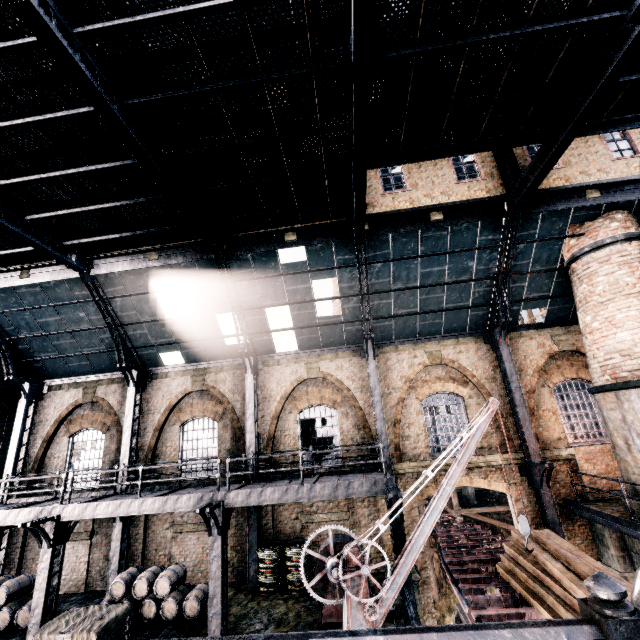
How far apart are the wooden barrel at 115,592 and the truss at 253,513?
2.15m

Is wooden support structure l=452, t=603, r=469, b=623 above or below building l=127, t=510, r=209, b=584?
below

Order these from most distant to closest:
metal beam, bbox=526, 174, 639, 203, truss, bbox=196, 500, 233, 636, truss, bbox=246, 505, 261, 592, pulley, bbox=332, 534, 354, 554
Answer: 1. truss, bbox=246, 505, 261, 592
2. metal beam, bbox=526, 174, 639, 203
3. pulley, bbox=332, 534, 354, 554
4. truss, bbox=196, 500, 233, 636

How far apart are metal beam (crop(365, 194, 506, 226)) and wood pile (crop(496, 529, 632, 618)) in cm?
1148

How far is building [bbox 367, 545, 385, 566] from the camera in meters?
13.5 m

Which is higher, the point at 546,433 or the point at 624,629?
the point at 624,629

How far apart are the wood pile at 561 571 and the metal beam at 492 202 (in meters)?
11.48

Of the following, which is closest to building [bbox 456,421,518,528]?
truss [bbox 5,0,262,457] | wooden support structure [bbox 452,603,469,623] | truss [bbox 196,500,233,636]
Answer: truss [bbox 5,0,262,457]
